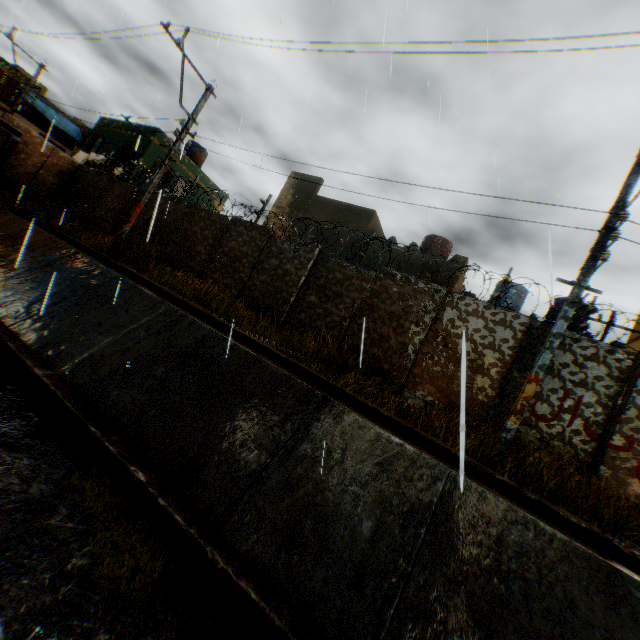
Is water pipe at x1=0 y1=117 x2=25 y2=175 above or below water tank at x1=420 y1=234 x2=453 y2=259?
below

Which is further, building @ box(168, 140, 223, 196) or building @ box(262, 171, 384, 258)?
building @ box(168, 140, 223, 196)

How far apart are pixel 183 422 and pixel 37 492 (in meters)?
1.81

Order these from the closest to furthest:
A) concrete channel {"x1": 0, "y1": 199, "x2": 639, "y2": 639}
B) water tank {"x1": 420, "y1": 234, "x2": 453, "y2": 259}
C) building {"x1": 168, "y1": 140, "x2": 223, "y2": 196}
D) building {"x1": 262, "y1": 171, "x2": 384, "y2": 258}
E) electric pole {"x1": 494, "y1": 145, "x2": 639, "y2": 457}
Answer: concrete channel {"x1": 0, "y1": 199, "x2": 639, "y2": 639} < electric pole {"x1": 494, "y1": 145, "x2": 639, "y2": 457} < building {"x1": 262, "y1": 171, "x2": 384, "y2": 258} < water tank {"x1": 420, "y1": 234, "x2": 453, "y2": 259} < building {"x1": 168, "y1": 140, "x2": 223, "y2": 196}

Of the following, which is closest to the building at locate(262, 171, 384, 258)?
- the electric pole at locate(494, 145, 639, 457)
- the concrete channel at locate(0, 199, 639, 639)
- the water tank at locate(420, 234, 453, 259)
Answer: the concrete channel at locate(0, 199, 639, 639)

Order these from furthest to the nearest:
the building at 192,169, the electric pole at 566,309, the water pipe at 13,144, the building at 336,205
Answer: the building at 192,169 → the building at 336,205 → the water pipe at 13,144 → the electric pole at 566,309

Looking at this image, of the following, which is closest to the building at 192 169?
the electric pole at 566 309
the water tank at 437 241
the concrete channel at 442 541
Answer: the concrete channel at 442 541

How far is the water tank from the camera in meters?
16.6
